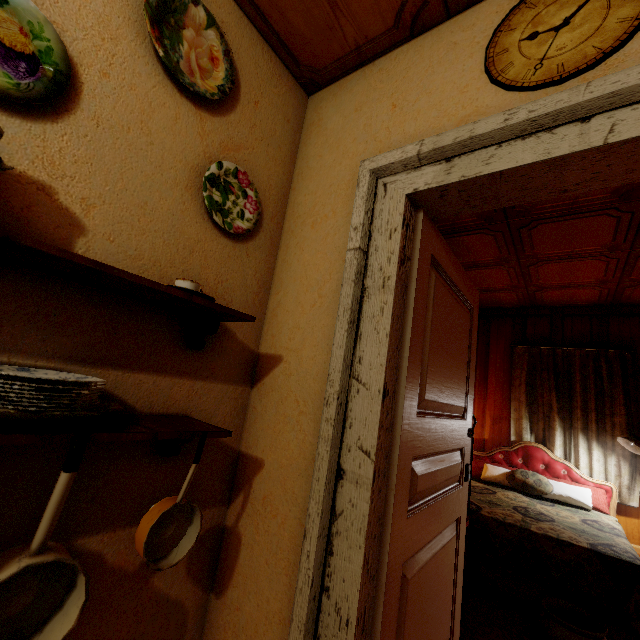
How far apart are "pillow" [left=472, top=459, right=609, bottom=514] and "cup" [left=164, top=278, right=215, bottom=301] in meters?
4.2 m

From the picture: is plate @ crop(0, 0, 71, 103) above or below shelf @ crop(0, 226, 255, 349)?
above

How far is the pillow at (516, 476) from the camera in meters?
3.4 m

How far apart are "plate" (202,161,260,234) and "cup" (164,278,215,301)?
0.4m

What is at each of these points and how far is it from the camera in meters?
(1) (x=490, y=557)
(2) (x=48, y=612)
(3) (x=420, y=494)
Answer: (1) bed, 2.6 m
(2) cooking pot, 0.8 m
(3) door, 1.3 m

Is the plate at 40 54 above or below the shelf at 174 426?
above

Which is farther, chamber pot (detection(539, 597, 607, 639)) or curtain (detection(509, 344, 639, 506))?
curtain (detection(509, 344, 639, 506))

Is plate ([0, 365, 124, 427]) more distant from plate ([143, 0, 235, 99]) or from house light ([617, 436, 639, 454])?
house light ([617, 436, 639, 454])
